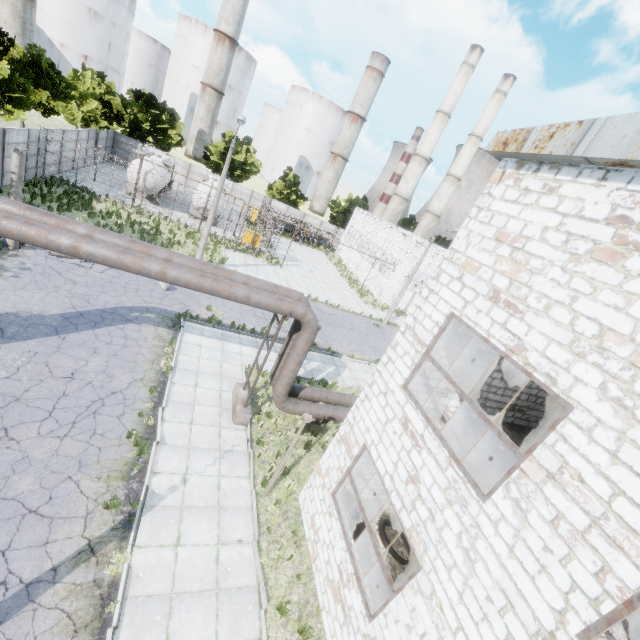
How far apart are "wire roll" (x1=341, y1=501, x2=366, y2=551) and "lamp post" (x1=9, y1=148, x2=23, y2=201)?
18.37m

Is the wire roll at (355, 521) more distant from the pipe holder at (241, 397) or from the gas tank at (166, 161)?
the gas tank at (166, 161)

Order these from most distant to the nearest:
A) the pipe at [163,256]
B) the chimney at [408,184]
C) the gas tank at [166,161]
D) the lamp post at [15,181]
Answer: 1. the chimney at [408,184]
2. the gas tank at [166,161]
3. the lamp post at [15,181]
4. the pipe at [163,256]

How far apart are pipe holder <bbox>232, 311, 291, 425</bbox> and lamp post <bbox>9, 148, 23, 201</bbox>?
12.5 meters

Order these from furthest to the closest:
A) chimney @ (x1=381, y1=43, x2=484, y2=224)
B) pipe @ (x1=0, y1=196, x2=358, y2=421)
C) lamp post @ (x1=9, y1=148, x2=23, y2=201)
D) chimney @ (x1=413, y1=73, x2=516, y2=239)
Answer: chimney @ (x1=413, y1=73, x2=516, y2=239) → chimney @ (x1=381, y1=43, x2=484, y2=224) → lamp post @ (x1=9, y1=148, x2=23, y2=201) → pipe @ (x1=0, y1=196, x2=358, y2=421)

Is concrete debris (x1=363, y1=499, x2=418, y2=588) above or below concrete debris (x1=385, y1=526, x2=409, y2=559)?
below

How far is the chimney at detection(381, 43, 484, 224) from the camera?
44.24m

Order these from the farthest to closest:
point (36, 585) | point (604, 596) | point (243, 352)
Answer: point (243, 352), point (36, 585), point (604, 596)
